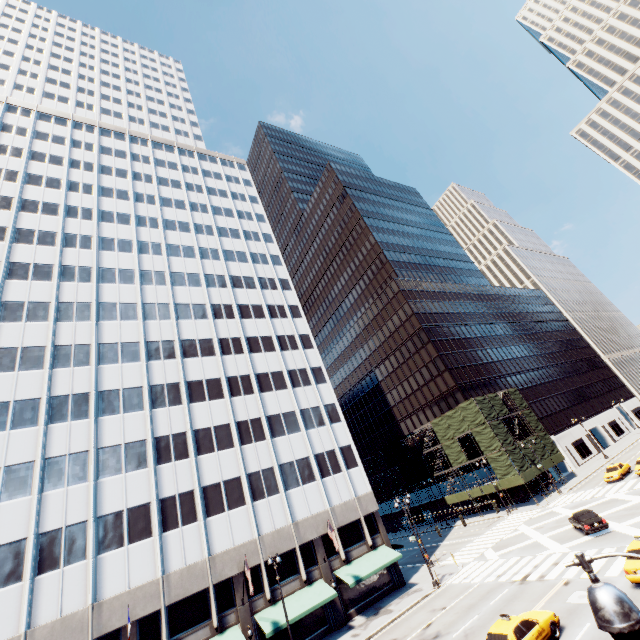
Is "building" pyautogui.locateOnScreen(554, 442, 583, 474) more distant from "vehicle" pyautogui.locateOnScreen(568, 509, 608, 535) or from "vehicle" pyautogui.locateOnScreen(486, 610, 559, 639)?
"vehicle" pyautogui.locateOnScreen(486, 610, 559, 639)

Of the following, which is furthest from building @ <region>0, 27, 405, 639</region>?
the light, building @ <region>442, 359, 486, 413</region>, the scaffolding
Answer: the light

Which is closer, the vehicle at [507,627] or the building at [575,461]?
the vehicle at [507,627]

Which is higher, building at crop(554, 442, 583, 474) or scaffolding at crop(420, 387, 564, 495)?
scaffolding at crop(420, 387, 564, 495)

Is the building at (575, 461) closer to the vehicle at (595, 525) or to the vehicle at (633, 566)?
the vehicle at (595, 525)

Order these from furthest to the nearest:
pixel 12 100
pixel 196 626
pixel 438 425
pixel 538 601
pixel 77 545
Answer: pixel 438 425, pixel 12 100, pixel 196 626, pixel 77 545, pixel 538 601

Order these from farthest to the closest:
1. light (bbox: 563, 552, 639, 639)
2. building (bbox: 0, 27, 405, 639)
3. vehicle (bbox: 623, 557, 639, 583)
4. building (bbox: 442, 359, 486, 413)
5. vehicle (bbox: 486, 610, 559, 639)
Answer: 1. building (bbox: 442, 359, 486, 413)
2. building (bbox: 0, 27, 405, 639)
3. vehicle (bbox: 623, 557, 639, 583)
4. vehicle (bbox: 486, 610, 559, 639)
5. light (bbox: 563, 552, 639, 639)

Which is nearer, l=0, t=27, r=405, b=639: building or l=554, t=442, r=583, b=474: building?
l=0, t=27, r=405, b=639: building
